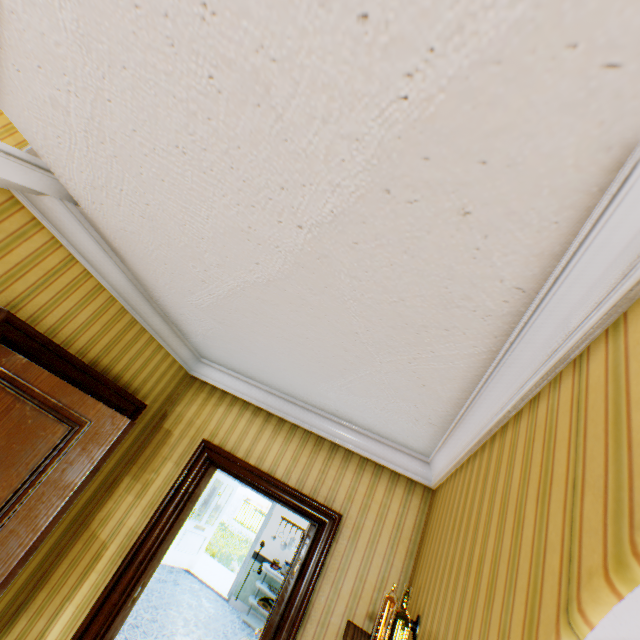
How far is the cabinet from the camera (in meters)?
6.70

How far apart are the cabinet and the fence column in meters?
15.7

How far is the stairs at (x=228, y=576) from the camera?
8.2m

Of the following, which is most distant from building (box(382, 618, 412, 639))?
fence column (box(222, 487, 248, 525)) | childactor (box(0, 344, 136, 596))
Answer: fence column (box(222, 487, 248, 525))

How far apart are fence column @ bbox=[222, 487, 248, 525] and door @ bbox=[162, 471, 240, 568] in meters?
14.8 m

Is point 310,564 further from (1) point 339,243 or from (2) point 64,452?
(1) point 339,243

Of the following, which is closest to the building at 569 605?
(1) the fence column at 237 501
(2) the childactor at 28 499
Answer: (2) the childactor at 28 499

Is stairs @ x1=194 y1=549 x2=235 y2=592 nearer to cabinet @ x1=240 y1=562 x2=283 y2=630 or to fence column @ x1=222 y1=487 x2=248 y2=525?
cabinet @ x1=240 y1=562 x2=283 y2=630
